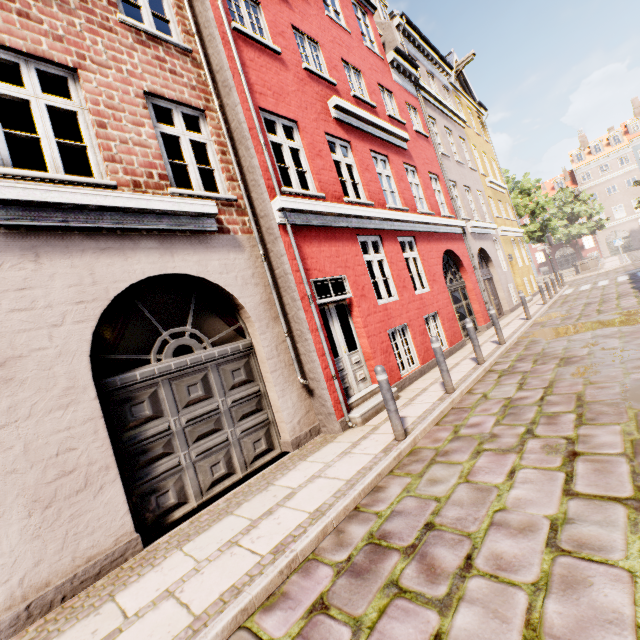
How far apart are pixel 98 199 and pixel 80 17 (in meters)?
3.14

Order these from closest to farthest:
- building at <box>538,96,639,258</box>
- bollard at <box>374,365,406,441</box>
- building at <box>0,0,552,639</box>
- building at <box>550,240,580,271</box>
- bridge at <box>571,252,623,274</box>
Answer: building at <box>0,0,552,639</box> → bollard at <box>374,365,406,441</box> → bridge at <box>571,252,623,274</box> → building at <box>538,96,639,258</box> → building at <box>550,240,580,271</box>

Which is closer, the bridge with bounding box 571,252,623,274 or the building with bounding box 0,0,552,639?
the building with bounding box 0,0,552,639

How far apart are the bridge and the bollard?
34.28m

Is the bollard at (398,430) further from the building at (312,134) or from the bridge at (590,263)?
the bridge at (590,263)

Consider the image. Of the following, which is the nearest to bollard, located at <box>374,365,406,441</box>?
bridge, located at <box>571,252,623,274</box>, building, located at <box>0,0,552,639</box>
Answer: building, located at <box>0,0,552,639</box>

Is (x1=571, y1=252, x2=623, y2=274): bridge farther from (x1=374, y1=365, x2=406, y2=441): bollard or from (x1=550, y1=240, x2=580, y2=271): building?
(x1=374, y1=365, x2=406, y2=441): bollard

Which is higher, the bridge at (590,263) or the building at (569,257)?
the building at (569,257)
